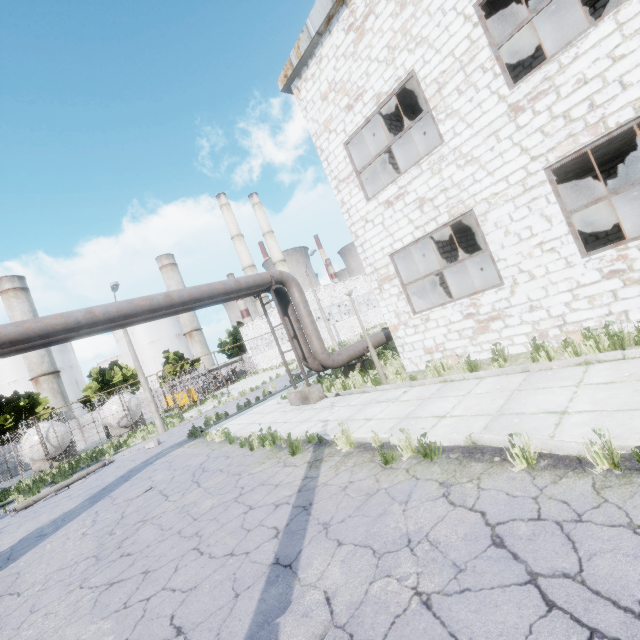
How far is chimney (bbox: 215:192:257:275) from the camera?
58.47m

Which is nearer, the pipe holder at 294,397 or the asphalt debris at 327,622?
the asphalt debris at 327,622

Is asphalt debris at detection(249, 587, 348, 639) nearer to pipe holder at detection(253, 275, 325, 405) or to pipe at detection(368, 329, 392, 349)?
pipe at detection(368, 329, 392, 349)

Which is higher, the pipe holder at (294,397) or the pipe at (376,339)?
the pipe at (376,339)

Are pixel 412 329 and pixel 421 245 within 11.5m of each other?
yes

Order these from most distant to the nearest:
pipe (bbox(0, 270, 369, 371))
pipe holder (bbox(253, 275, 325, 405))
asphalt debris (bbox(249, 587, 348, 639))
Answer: pipe holder (bbox(253, 275, 325, 405)) → pipe (bbox(0, 270, 369, 371)) → asphalt debris (bbox(249, 587, 348, 639))

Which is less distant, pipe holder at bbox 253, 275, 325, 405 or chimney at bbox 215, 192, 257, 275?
pipe holder at bbox 253, 275, 325, 405
